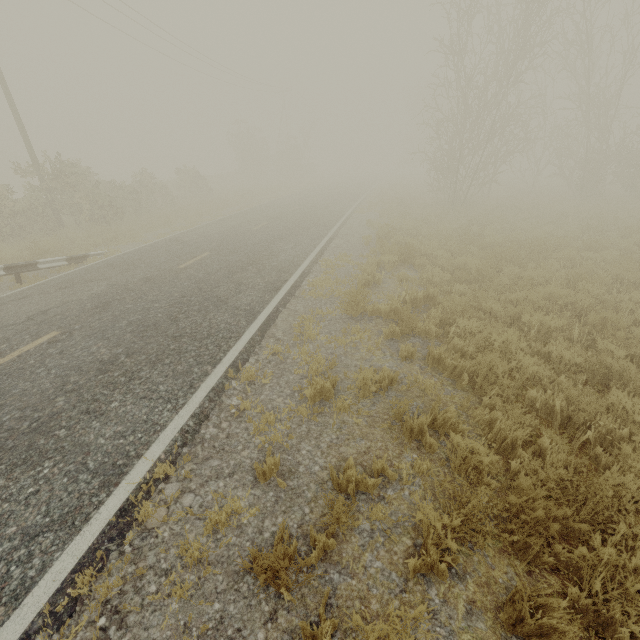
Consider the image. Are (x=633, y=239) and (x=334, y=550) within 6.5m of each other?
no
